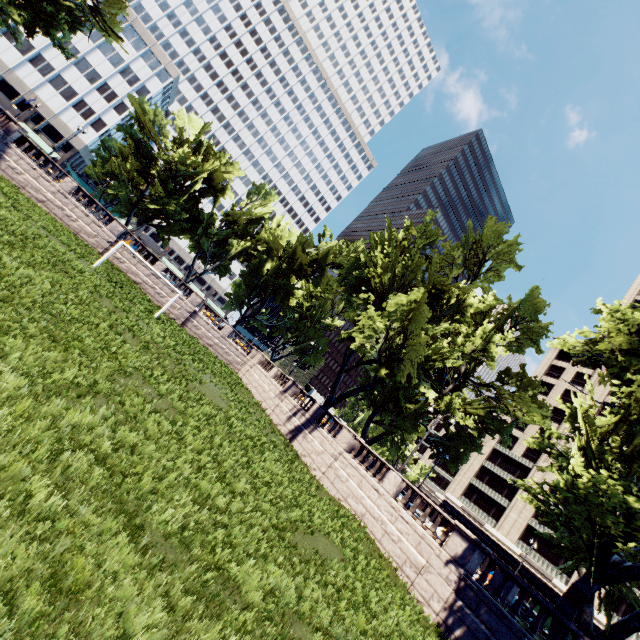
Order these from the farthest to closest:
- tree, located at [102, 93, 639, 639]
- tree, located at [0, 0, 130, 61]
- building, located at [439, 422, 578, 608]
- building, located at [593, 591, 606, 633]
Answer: building, located at [439, 422, 578, 608], building, located at [593, 591, 606, 633], tree, located at [0, 0, 130, 61], tree, located at [102, 93, 639, 639]

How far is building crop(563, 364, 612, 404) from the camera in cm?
5391

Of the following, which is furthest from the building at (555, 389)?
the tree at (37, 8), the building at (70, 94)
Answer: the building at (70, 94)

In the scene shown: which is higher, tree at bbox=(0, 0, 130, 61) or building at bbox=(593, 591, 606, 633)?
tree at bbox=(0, 0, 130, 61)

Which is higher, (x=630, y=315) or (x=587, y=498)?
(x=630, y=315)

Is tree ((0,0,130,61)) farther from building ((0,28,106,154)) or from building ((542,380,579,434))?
building ((542,380,579,434))

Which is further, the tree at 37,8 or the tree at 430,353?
the tree at 37,8

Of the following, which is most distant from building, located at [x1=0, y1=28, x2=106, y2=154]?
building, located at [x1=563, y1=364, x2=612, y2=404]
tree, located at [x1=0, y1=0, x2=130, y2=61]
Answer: building, located at [x1=563, y1=364, x2=612, y2=404]
